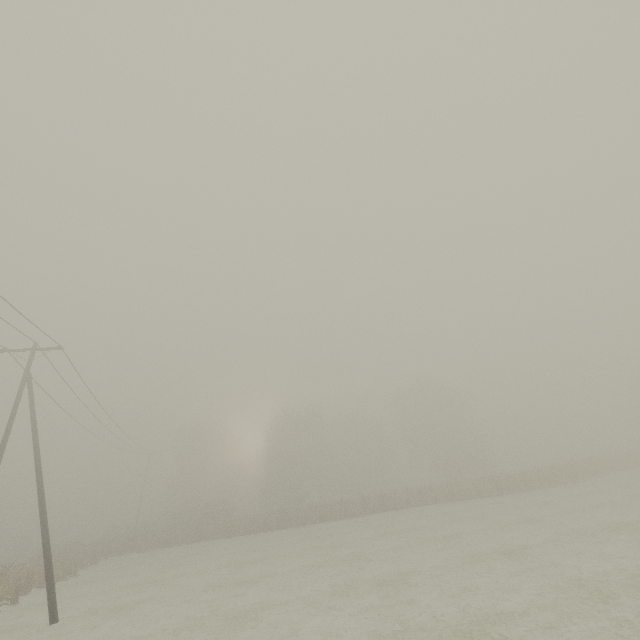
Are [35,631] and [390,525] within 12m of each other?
no
